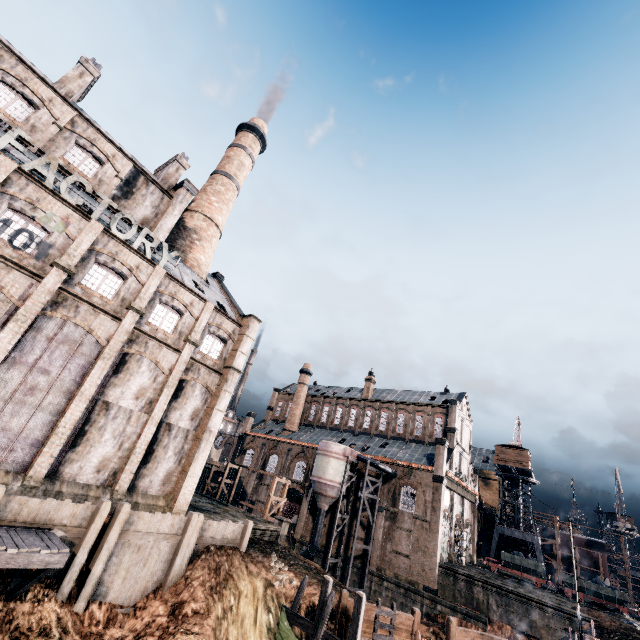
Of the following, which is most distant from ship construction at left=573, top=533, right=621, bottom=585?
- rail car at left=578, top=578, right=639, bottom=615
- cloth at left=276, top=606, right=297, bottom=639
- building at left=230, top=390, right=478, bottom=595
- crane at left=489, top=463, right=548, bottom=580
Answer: cloth at left=276, top=606, right=297, bottom=639

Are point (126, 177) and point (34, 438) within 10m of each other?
no

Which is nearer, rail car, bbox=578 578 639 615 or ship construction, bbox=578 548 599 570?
rail car, bbox=578 578 639 615

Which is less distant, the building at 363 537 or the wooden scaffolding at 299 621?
the wooden scaffolding at 299 621

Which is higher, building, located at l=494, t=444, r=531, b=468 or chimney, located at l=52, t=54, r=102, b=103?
chimney, located at l=52, t=54, r=102, b=103

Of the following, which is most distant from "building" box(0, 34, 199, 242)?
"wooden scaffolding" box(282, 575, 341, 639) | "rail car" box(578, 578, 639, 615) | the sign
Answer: "rail car" box(578, 578, 639, 615)

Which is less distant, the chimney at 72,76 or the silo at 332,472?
the chimney at 72,76

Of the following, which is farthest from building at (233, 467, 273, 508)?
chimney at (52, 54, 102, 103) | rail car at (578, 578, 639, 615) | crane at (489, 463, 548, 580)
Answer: chimney at (52, 54, 102, 103)
